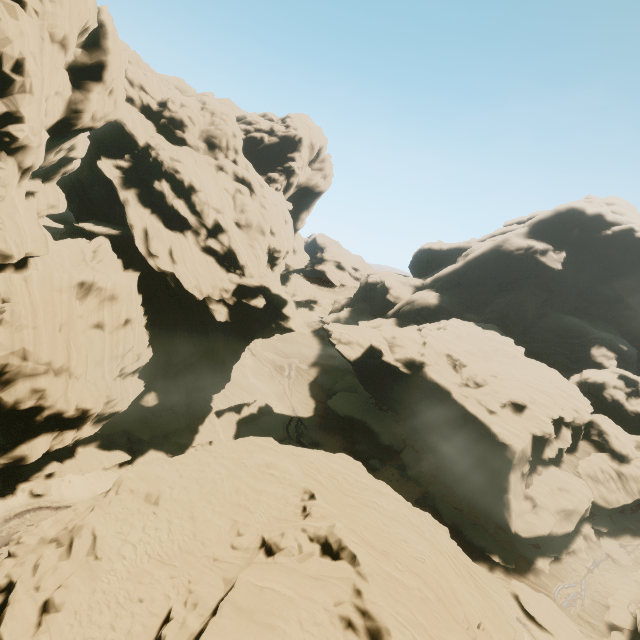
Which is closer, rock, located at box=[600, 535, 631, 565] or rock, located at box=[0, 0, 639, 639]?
rock, located at box=[0, 0, 639, 639]

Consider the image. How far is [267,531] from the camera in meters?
17.9 m

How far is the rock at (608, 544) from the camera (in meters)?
32.69

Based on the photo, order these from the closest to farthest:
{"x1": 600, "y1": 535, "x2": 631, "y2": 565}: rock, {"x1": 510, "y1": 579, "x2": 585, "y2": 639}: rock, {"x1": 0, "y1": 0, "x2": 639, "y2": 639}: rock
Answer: {"x1": 0, "y1": 0, "x2": 639, "y2": 639}: rock, {"x1": 510, "y1": 579, "x2": 585, "y2": 639}: rock, {"x1": 600, "y1": 535, "x2": 631, "y2": 565}: rock

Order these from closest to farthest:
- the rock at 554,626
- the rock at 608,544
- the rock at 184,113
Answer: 1. the rock at 184,113
2. the rock at 554,626
3. the rock at 608,544

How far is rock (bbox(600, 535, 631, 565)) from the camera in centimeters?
3269cm

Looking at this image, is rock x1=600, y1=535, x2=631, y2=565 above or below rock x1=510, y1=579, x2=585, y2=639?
above
